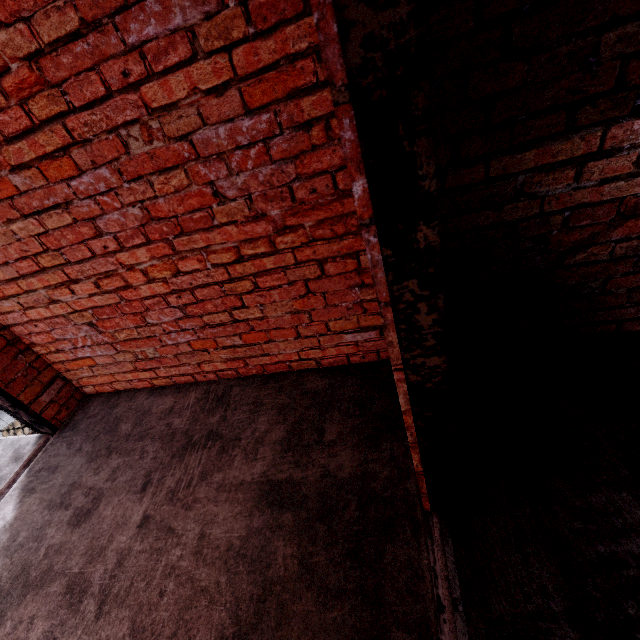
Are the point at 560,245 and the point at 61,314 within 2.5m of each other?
no
